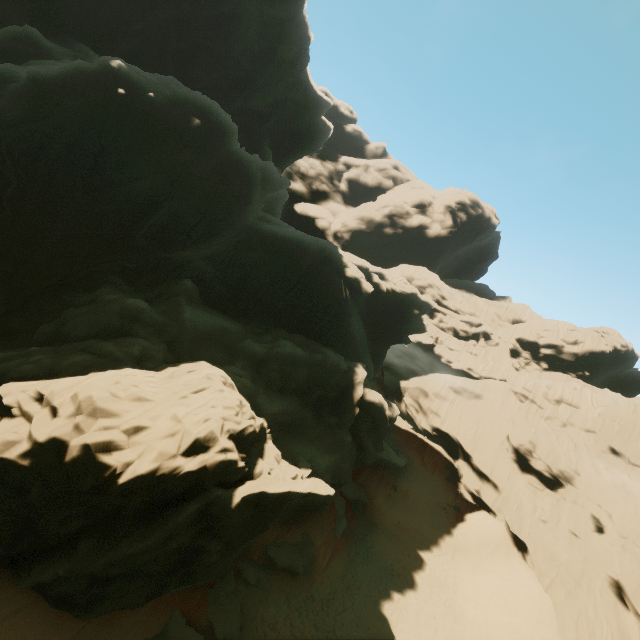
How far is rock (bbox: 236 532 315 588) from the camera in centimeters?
1906cm

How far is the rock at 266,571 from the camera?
19.1 meters

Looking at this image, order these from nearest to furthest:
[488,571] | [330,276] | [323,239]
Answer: [488,571] → [330,276] → [323,239]

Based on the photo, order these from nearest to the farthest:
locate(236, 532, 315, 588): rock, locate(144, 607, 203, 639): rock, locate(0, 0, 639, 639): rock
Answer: locate(0, 0, 639, 639): rock < locate(144, 607, 203, 639): rock < locate(236, 532, 315, 588): rock

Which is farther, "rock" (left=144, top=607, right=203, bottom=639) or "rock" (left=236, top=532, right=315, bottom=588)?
"rock" (left=236, top=532, right=315, bottom=588)

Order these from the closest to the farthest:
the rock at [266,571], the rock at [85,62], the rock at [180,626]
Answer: the rock at [85,62] → the rock at [180,626] → the rock at [266,571]
